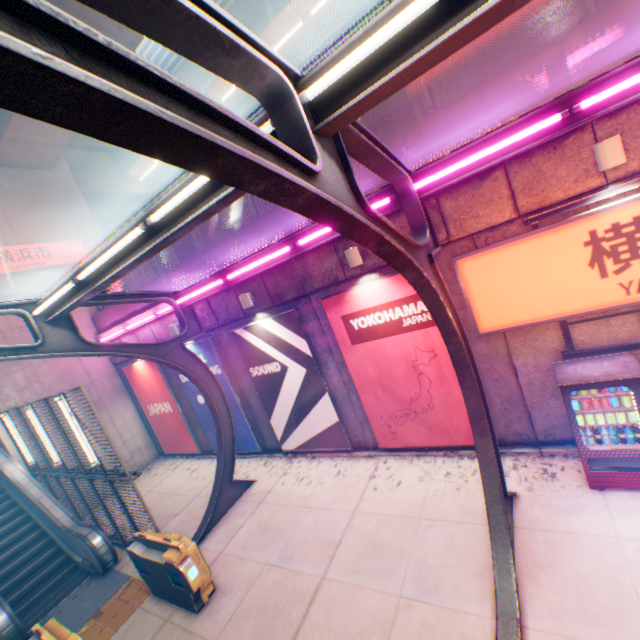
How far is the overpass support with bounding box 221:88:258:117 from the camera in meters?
14.3

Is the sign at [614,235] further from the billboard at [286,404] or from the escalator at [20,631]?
the escalator at [20,631]

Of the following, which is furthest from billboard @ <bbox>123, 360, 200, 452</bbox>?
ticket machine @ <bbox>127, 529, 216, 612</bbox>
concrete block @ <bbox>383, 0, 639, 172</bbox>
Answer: ticket machine @ <bbox>127, 529, 216, 612</bbox>

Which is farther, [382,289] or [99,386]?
[99,386]

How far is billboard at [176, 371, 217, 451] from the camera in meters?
11.9 m

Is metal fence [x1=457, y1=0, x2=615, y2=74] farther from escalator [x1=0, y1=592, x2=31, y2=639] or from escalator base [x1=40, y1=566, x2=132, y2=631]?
escalator [x1=0, y1=592, x2=31, y2=639]

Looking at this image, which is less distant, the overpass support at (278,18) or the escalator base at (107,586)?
the escalator base at (107,586)

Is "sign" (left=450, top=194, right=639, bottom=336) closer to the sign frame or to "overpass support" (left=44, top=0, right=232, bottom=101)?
the sign frame
